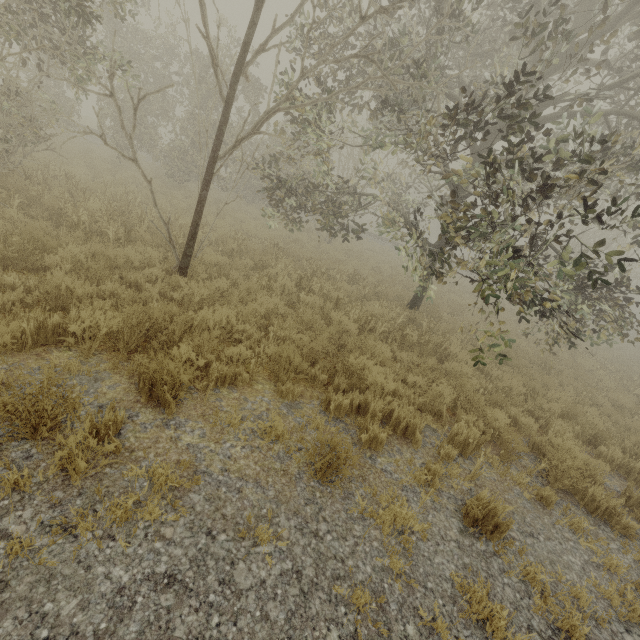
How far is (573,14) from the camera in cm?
887

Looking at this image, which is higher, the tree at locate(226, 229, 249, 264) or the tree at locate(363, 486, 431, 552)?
the tree at locate(226, 229, 249, 264)

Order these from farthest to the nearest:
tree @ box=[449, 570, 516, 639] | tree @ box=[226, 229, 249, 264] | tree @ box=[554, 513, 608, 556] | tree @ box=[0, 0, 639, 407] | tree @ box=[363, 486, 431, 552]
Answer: tree @ box=[226, 229, 249, 264] → tree @ box=[0, 0, 639, 407] → tree @ box=[554, 513, 608, 556] → tree @ box=[363, 486, 431, 552] → tree @ box=[449, 570, 516, 639]

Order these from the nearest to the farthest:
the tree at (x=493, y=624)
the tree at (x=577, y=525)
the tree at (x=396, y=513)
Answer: the tree at (x=493, y=624), the tree at (x=396, y=513), the tree at (x=577, y=525)

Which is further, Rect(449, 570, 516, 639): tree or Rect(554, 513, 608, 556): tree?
Rect(554, 513, 608, 556): tree

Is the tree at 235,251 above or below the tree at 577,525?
above
